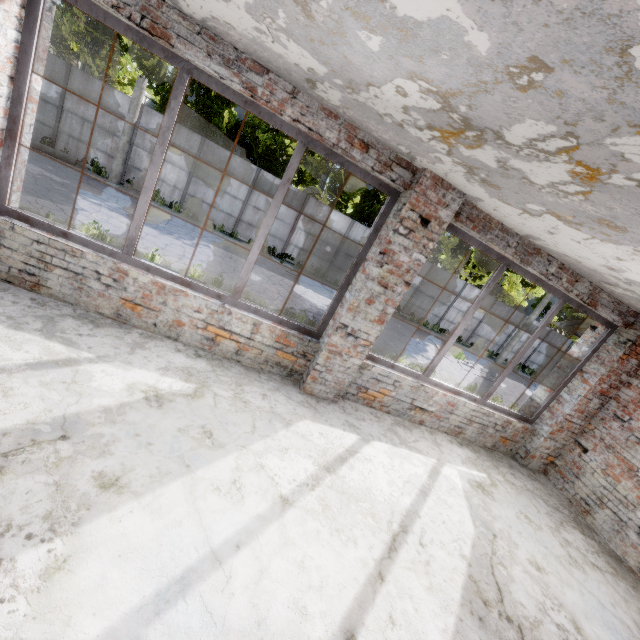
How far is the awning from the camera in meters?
6.7

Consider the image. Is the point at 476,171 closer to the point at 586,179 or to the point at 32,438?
the point at 586,179

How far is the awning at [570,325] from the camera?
6.74m

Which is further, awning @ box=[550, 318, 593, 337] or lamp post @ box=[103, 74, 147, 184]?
lamp post @ box=[103, 74, 147, 184]

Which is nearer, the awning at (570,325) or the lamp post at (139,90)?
the awning at (570,325)

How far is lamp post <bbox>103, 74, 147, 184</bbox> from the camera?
13.72m
